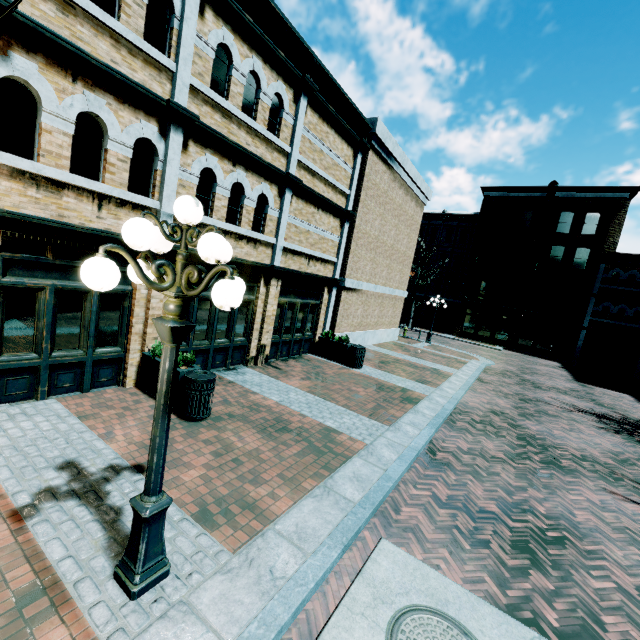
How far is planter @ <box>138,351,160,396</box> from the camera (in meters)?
7.00

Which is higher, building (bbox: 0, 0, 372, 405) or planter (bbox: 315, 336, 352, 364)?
building (bbox: 0, 0, 372, 405)

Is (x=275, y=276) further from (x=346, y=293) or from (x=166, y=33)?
(x=166, y=33)

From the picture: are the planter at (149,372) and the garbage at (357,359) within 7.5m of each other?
yes

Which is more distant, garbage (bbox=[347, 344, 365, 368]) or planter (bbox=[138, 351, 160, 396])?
garbage (bbox=[347, 344, 365, 368])

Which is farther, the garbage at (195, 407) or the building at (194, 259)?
the building at (194, 259)

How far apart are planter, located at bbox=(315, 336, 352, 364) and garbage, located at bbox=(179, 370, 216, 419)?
6.92m

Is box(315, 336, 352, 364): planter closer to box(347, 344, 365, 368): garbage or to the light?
box(347, 344, 365, 368): garbage
